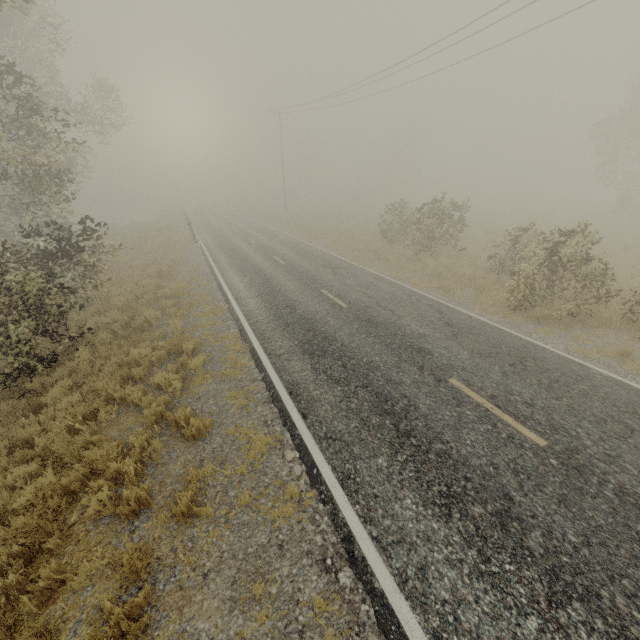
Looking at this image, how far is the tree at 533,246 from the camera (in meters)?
9.93

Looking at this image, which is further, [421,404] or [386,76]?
[386,76]

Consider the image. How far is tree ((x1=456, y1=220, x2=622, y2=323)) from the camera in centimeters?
993cm
